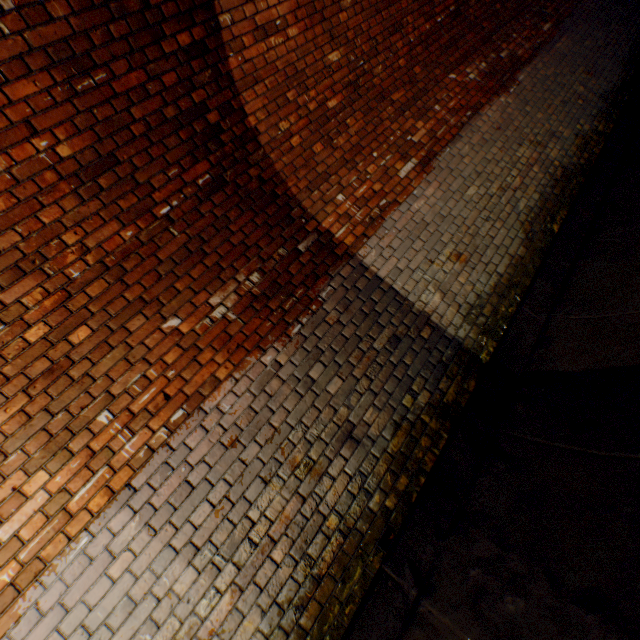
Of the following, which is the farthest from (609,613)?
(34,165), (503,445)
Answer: (34,165)
